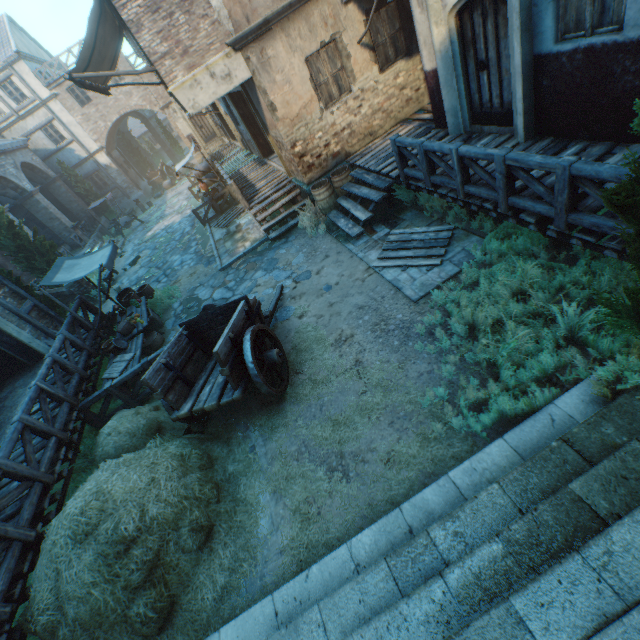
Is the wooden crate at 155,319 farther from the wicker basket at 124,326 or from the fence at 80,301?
the fence at 80,301

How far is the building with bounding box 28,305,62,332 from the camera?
10.84m

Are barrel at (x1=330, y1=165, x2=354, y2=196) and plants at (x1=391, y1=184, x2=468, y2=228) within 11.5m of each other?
yes

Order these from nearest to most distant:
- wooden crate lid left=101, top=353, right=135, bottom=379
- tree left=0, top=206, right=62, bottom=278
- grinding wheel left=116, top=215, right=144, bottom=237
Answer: wooden crate lid left=101, top=353, right=135, bottom=379 < tree left=0, top=206, right=62, bottom=278 < grinding wheel left=116, top=215, right=144, bottom=237

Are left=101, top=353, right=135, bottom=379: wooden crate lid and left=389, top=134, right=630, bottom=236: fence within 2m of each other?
no

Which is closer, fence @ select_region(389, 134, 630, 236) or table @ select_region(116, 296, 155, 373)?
fence @ select_region(389, 134, 630, 236)

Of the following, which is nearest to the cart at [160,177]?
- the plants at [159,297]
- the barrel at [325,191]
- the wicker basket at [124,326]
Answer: the plants at [159,297]

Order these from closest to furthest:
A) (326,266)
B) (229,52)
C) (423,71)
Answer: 1. (229,52)
2. (326,266)
3. (423,71)
